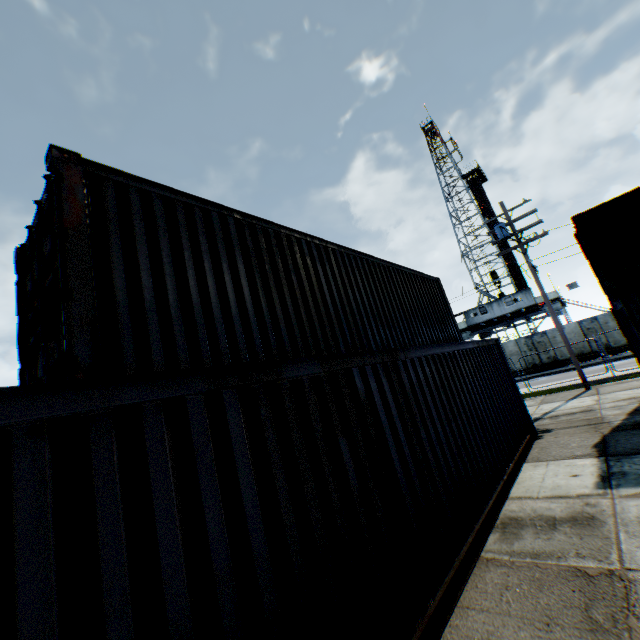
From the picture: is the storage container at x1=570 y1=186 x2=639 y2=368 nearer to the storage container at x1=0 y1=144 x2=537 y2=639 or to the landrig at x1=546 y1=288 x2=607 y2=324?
the storage container at x1=0 y1=144 x2=537 y2=639

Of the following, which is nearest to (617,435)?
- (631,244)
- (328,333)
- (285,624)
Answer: (631,244)

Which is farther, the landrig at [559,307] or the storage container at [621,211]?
the landrig at [559,307]

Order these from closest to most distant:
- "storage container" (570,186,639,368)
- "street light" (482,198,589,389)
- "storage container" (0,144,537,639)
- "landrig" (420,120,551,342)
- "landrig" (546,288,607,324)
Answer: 1. "storage container" (0,144,537,639)
2. "storage container" (570,186,639,368)
3. "street light" (482,198,589,389)
4. "landrig" (546,288,607,324)
5. "landrig" (420,120,551,342)

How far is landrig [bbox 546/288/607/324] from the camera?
32.2 meters

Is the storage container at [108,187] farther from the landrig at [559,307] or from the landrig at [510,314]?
the landrig at [510,314]

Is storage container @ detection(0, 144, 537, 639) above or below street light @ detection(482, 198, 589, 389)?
below

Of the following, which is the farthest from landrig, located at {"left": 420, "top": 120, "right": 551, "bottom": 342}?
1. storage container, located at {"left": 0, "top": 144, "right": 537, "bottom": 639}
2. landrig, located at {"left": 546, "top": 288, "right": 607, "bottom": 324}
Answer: storage container, located at {"left": 0, "top": 144, "right": 537, "bottom": 639}
